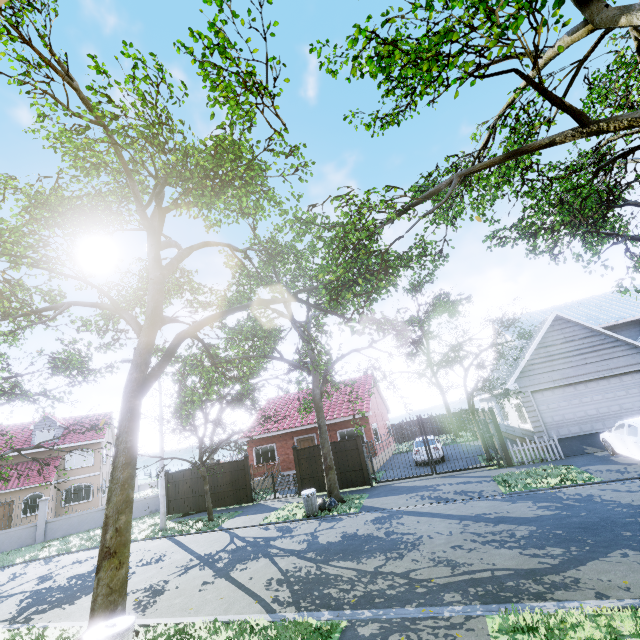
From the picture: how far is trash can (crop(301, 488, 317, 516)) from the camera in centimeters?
1334cm

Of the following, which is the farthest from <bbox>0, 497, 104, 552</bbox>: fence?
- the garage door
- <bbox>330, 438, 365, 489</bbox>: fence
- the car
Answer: the car

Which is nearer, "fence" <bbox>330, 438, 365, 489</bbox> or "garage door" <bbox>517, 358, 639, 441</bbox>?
"garage door" <bbox>517, 358, 639, 441</bbox>

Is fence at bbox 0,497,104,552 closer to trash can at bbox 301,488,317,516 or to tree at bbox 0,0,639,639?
tree at bbox 0,0,639,639

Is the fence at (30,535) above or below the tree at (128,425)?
below

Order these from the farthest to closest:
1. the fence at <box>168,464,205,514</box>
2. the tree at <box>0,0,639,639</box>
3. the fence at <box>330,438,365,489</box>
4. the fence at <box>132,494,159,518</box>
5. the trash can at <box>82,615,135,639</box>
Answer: the fence at <box>132,494,159,518</box>
the fence at <box>168,464,205,514</box>
the fence at <box>330,438,365,489</box>
the tree at <box>0,0,639,639</box>
the trash can at <box>82,615,135,639</box>

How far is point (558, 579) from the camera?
5.6m

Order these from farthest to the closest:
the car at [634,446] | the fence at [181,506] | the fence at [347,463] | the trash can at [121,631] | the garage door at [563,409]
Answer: the fence at [181,506] → the fence at [347,463] → the garage door at [563,409] → the car at [634,446] → the trash can at [121,631]
